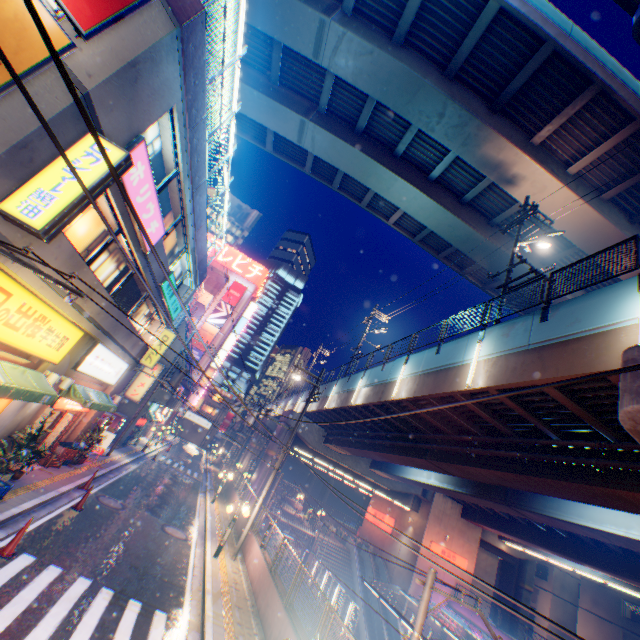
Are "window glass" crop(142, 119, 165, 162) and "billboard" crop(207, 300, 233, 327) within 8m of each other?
no

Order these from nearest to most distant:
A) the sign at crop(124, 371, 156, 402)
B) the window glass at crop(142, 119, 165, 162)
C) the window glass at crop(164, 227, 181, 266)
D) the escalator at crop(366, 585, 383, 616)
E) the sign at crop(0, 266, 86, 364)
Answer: the sign at crop(0, 266, 86, 364)
the window glass at crop(142, 119, 165, 162)
the window glass at crop(164, 227, 181, 266)
the sign at crop(124, 371, 156, 402)
the escalator at crop(366, 585, 383, 616)

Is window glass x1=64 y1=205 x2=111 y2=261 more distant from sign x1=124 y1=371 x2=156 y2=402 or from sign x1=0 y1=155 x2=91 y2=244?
sign x1=124 y1=371 x2=156 y2=402

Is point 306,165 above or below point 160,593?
above

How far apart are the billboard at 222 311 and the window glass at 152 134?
44.1 meters

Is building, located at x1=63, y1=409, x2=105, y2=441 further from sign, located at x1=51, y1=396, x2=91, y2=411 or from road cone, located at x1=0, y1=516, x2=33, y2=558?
road cone, located at x1=0, y1=516, x2=33, y2=558

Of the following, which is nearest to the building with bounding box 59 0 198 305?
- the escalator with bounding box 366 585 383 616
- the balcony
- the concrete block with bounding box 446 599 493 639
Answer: the balcony

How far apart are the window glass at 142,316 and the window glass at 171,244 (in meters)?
1.29
